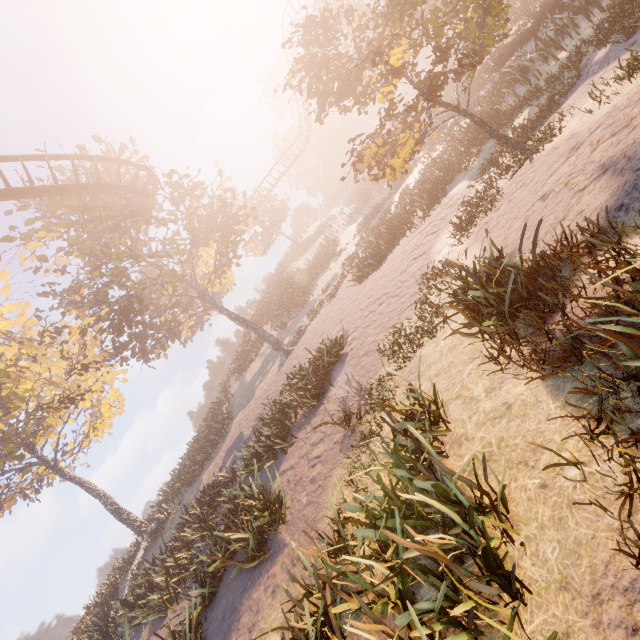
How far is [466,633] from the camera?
2.8 meters

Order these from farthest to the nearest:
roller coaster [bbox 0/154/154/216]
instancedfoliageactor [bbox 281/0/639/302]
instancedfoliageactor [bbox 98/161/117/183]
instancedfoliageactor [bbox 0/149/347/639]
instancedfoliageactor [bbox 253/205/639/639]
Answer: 1. instancedfoliageactor [bbox 98/161/117/183]
2. roller coaster [bbox 0/154/154/216]
3. instancedfoliageactor [bbox 0/149/347/639]
4. instancedfoliageactor [bbox 281/0/639/302]
5. instancedfoliageactor [bbox 253/205/639/639]

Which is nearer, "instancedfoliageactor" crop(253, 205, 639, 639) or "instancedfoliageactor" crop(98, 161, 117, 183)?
"instancedfoliageactor" crop(253, 205, 639, 639)

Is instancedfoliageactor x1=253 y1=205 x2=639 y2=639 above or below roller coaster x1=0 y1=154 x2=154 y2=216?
below

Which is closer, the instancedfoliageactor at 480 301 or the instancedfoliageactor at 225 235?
the instancedfoliageactor at 480 301

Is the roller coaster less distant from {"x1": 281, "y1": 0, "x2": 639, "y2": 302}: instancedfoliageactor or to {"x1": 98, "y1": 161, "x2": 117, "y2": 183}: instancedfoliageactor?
{"x1": 281, "y1": 0, "x2": 639, "y2": 302}: instancedfoliageactor

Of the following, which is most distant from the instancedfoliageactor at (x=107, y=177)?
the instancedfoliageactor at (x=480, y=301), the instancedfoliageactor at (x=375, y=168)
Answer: the instancedfoliageactor at (x=480, y=301)

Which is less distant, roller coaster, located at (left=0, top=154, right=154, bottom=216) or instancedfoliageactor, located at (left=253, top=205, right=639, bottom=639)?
instancedfoliageactor, located at (left=253, top=205, right=639, bottom=639)
